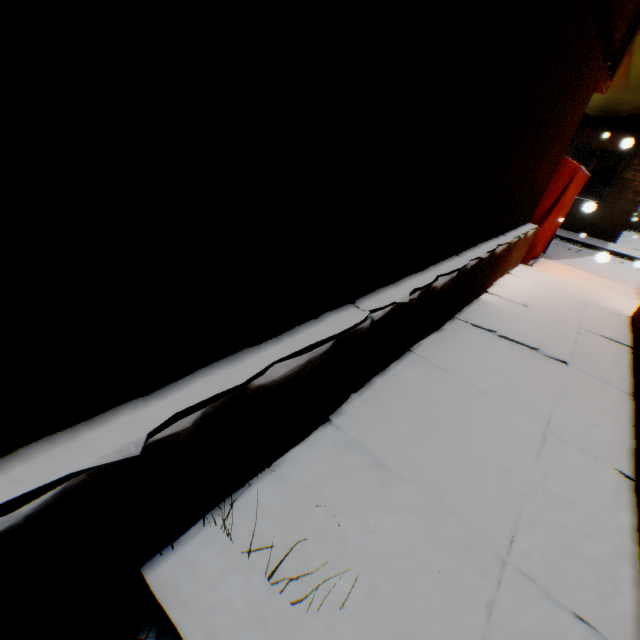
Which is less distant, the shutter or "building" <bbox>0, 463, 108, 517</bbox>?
"building" <bbox>0, 463, 108, 517</bbox>

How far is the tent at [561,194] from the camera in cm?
617

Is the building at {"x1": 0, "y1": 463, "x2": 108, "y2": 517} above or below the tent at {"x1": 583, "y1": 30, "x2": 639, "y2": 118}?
below

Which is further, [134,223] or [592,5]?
[592,5]

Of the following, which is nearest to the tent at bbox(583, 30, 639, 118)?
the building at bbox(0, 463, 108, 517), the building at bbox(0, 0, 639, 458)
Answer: the building at bbox(0, 0, 639, 458)

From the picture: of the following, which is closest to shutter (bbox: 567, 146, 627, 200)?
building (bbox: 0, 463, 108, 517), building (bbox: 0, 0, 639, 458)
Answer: building (bbox: 0, 0, 639, 458)

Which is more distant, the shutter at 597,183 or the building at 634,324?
the shutter at 597,183

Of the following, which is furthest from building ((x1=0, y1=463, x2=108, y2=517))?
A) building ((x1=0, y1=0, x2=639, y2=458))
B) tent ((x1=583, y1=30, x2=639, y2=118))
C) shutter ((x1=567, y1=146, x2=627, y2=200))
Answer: shutter ((x1=567, y1=146, x2=627, y2=200))
